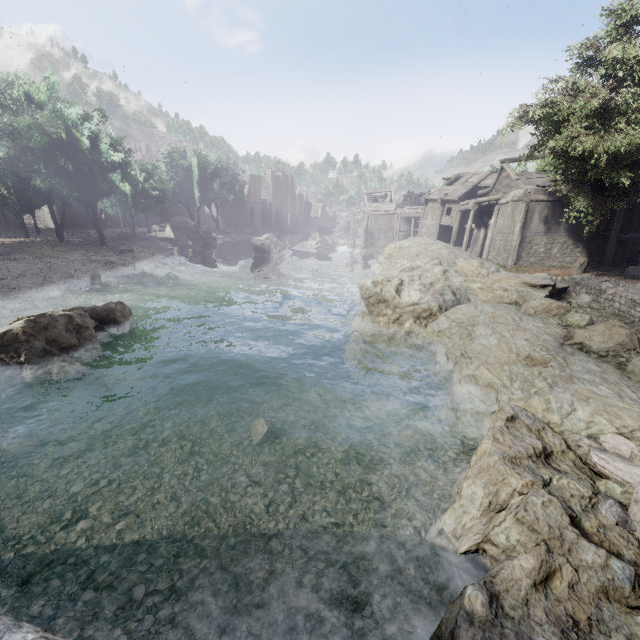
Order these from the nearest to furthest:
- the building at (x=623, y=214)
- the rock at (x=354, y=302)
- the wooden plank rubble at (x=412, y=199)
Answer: the rock at (x=354, y=302)
the building at (x=623, y=214)
the wooden plank rubble at (x=412, y=199)

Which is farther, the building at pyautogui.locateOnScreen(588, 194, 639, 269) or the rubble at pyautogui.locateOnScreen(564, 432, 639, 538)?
the building at pyautogui.locateOnScreen(588, 194, 639, 269)

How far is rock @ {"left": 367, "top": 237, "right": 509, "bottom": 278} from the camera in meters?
16.8

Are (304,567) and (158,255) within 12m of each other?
no

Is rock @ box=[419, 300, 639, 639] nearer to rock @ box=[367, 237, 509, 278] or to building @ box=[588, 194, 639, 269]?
rock @ box=[367, 237, 509, 278]

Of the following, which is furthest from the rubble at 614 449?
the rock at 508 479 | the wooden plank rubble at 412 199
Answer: the wooden plank rubble at 412 199

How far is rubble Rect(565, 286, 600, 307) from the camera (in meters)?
13.18

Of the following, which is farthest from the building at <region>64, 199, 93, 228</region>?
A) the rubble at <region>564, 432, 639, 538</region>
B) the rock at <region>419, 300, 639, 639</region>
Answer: the rubble at <region>564, 432, 639, 538</region>
